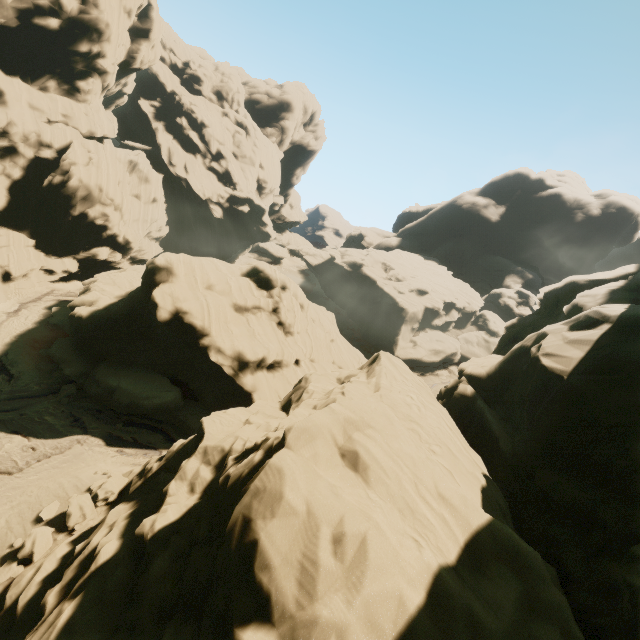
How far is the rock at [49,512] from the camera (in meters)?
14.59

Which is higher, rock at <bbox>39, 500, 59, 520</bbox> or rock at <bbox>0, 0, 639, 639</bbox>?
rock at <bbox>0, 0, 639, 639</bbox>

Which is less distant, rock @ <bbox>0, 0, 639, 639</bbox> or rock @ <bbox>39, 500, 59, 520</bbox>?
rock @ <bbox>0, 0, 639, 639</bbox>

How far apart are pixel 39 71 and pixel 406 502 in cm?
5216

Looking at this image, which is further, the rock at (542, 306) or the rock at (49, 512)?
the rock at (49, 512)

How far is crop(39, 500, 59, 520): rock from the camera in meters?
14.6
